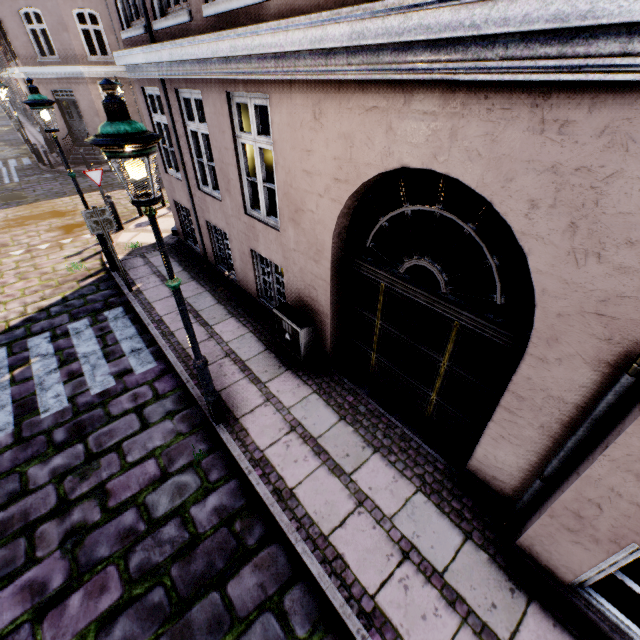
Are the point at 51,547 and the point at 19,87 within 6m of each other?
no

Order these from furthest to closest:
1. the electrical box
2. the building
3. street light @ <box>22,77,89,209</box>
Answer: street light @ <box>22,77,89,209</box>, the electrical box, the building

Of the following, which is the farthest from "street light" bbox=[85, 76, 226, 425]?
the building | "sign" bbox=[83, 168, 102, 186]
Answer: "sign" bbox=[83, 168, 102, 186]

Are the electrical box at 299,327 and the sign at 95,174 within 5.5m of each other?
no

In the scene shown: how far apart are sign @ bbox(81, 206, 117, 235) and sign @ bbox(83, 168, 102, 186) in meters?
4.2

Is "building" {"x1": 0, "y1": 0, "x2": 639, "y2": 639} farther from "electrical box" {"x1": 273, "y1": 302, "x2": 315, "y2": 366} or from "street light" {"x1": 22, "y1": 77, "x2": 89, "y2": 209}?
"street light" {"x1": 22, "y1": 77, "x2": 89, "y2": 209}

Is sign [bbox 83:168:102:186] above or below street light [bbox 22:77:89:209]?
below

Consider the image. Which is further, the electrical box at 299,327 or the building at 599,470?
the electrical box at 299,327
